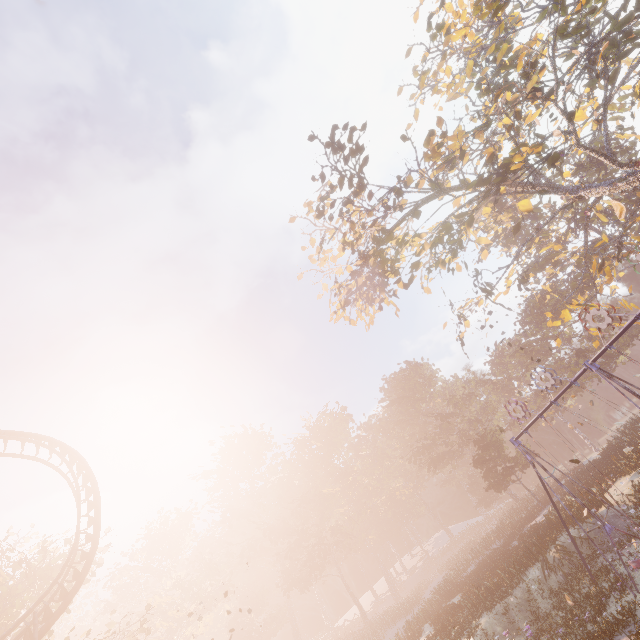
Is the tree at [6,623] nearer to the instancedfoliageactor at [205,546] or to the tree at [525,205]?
the instancedfoliageactor at [205,546]

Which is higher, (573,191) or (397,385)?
(397,385)

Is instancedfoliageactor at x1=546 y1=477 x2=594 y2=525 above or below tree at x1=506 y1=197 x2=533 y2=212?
below

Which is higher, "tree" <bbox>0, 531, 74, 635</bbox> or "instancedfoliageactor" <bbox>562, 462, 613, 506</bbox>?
"tree" <bbox>0, 531, 74, 635</bbox>

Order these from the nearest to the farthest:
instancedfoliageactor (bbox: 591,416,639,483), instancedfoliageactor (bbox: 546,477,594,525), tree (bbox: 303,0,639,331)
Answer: tree (bbox: 303,0,639,331) → instancedfoliageactor (bbox: 546,477,594,525) → instancedfoliageactor (bbox: 591,416,639,483)

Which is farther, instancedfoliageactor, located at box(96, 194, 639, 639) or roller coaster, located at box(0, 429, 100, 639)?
instancedfoliageactor, located at box(96, 194, 639, 639)

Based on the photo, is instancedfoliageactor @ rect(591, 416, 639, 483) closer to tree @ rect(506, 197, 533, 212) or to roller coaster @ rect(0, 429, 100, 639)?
roller coaster @ rect(0, 429, 100, 639)

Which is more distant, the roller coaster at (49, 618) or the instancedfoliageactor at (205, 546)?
the instancedfoliageactor at (205, 546)
